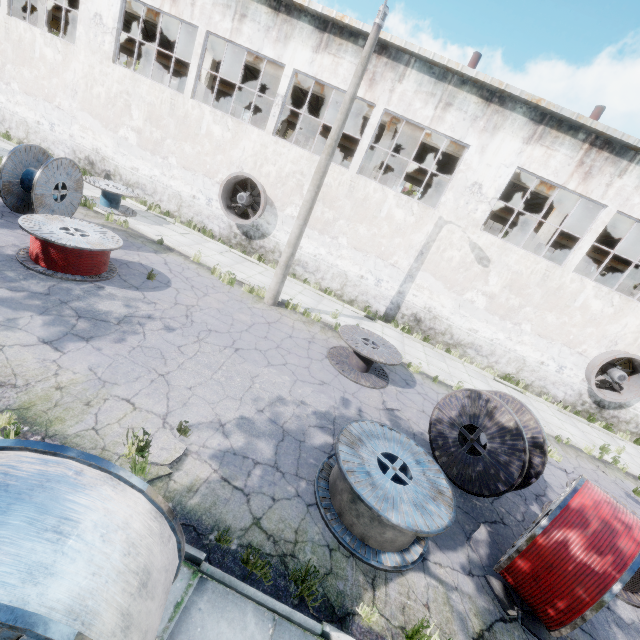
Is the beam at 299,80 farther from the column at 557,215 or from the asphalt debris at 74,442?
the asphalt debris at 74,442

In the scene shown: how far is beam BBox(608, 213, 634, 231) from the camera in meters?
14.6

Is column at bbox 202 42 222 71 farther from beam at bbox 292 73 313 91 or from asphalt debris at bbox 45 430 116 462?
asphalt debris at bbox 45 430 116 462

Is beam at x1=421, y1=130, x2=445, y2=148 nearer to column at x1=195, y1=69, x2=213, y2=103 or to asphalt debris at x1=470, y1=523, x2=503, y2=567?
column at x1=195, y1=69, x2=213, y2=103

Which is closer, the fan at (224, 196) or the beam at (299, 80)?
the fan at (224, 196)

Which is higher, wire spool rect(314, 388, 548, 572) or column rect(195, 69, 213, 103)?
column rect(195, 69, 213, 103)

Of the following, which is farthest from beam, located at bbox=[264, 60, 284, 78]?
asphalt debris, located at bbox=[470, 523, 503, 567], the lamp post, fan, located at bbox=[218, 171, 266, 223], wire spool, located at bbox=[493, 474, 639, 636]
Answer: asphalt debris, located at bbox=[470, 523, 503, 567]

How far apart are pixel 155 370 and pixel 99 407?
1.3m
